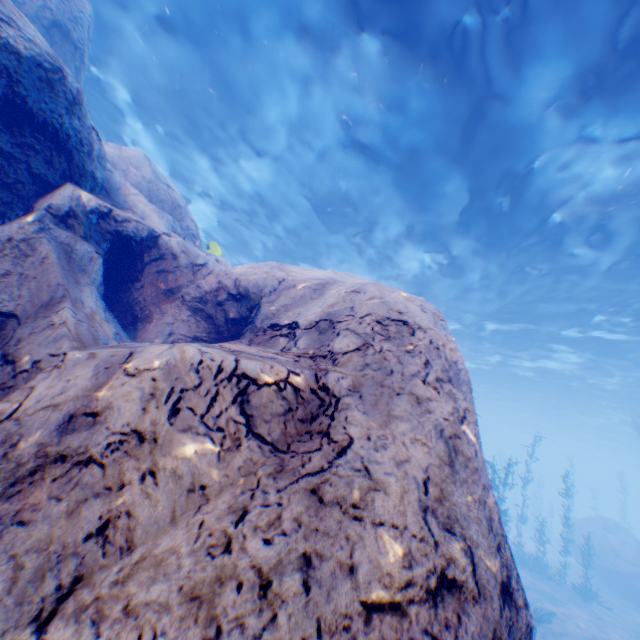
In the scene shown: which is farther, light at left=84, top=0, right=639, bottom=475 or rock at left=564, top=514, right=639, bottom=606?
rock at left=564, top=514, right=639, bottom=606

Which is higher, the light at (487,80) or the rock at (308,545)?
the light at (487,80)

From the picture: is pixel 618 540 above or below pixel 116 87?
below

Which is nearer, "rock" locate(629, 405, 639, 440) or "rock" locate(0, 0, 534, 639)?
"rock" locate(0, 0, 534, 639)

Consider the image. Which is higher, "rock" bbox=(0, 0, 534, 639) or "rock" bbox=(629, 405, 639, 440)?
"rock" bbox=(629, 405, 639, 440)

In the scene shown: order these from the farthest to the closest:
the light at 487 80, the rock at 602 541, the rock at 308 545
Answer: the rock at 602 541
the light at 487 80
the rock at 308 545

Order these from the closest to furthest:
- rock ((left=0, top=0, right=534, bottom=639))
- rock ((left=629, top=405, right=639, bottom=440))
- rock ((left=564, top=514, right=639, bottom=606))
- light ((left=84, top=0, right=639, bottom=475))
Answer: rock ((left=0, top=0, right=534, bottom=639)) < light ((left=84, top=0, right=639, bottom=475)) < rock ((left=564, top=514, right=639, bottom=606)) < rock ((left=629, top=405, right=639, bottom=440))
